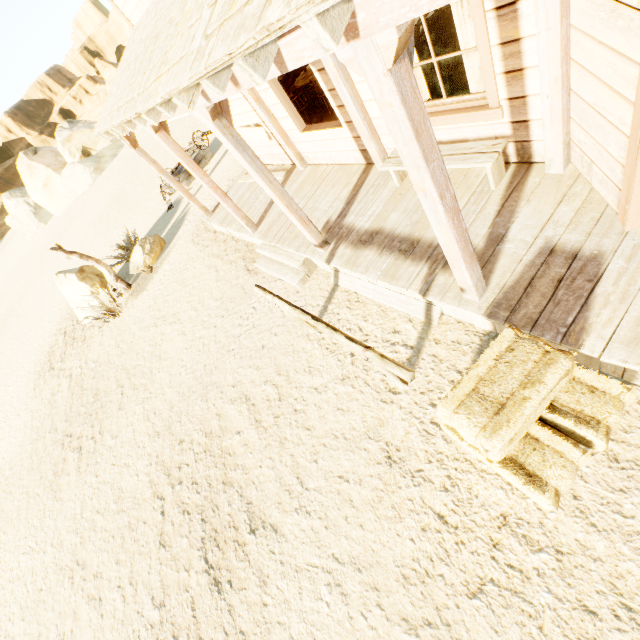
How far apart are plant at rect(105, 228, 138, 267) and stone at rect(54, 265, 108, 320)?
1.1m

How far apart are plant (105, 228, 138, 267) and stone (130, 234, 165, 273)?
0.6 meters

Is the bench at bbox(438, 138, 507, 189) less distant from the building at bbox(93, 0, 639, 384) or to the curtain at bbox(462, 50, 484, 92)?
the building at bbox(93, 0, 639, 384)

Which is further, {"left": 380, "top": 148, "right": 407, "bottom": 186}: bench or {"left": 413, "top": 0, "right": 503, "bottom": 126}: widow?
{"left": 380, "top": 148, "right": 407, "bottom": 186}: bench

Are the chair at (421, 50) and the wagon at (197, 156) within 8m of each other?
no

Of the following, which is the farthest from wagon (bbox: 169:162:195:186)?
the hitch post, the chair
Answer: the hitch post

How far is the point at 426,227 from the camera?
4.30m

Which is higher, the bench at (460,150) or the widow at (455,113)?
the widow at (455,113)
